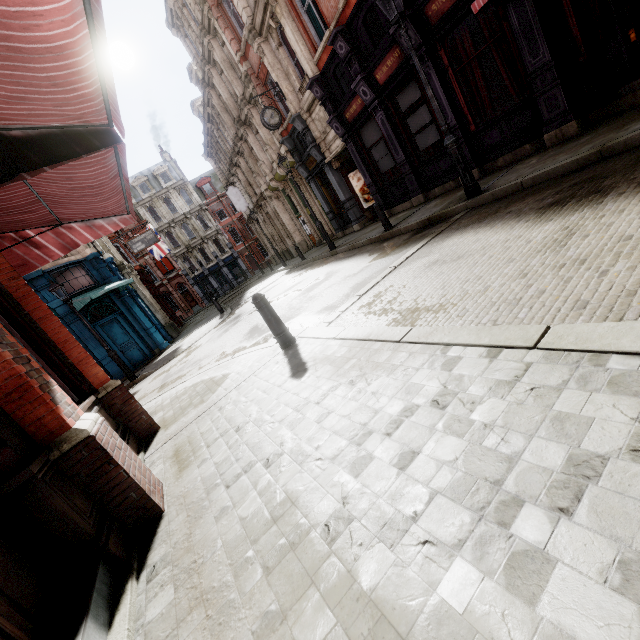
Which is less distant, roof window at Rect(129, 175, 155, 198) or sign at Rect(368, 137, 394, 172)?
sign at Rect(368, 137, 394, 172)

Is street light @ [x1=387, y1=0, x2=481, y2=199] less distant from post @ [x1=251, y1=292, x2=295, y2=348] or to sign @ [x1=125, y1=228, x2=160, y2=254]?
post @ [x1=251, y1=292, x2=295, y2=348]

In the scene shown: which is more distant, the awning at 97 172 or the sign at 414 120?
the sign at 414 120

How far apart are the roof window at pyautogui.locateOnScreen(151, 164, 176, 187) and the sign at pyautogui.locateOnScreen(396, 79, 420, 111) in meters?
43.9

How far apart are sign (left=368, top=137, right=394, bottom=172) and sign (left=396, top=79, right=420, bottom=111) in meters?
1.4 m

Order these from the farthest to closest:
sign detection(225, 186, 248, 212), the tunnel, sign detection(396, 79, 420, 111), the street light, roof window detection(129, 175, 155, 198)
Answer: roof window detection(129, 175, 155, 198) < sign detection(225, 186, 248, 212) < the tunnel < sign detection(396, 79, 420, 111) < the street light

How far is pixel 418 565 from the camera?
1.3 meters

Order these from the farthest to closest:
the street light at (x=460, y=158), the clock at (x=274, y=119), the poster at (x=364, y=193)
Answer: the poster at (x=364, y=193)
the clock at (x=274, y=119)
the street light at (x=460, y=158)
